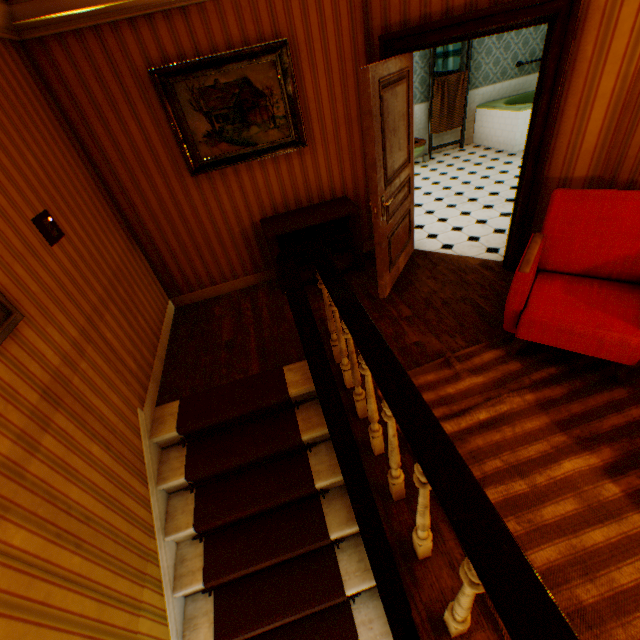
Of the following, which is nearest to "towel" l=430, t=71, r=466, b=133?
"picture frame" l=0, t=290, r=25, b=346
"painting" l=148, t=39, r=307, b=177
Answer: "painting" l=148, t=39, r=307, b=177

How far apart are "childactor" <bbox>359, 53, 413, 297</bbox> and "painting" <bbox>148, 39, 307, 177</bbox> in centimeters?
106cm

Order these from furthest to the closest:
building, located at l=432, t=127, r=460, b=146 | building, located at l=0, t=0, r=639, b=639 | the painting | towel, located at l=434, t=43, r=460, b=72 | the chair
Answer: building, located at l=432, t=127, r=460, b=146 < towel, located at l=434, t=43, r=460, b=72 < the painting < the chair < building, located at l=0, t=0, r=639, b=639

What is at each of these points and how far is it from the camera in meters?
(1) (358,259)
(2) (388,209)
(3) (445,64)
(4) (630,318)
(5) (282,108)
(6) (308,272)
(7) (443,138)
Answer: (1) heater, 4.4 m
(2) childactor, 3.5 m
(3) towel, 7.0 m
(4) chair, 2.3 m
(5) painting, 3.6 m
(6) heater, 4.3 m
(7) building, 8.1 m

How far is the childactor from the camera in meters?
2.8 m

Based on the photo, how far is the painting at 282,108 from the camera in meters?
3.2 m

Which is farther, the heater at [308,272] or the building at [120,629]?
the heater at [308,272]

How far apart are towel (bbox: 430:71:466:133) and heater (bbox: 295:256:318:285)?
5.4 meters
